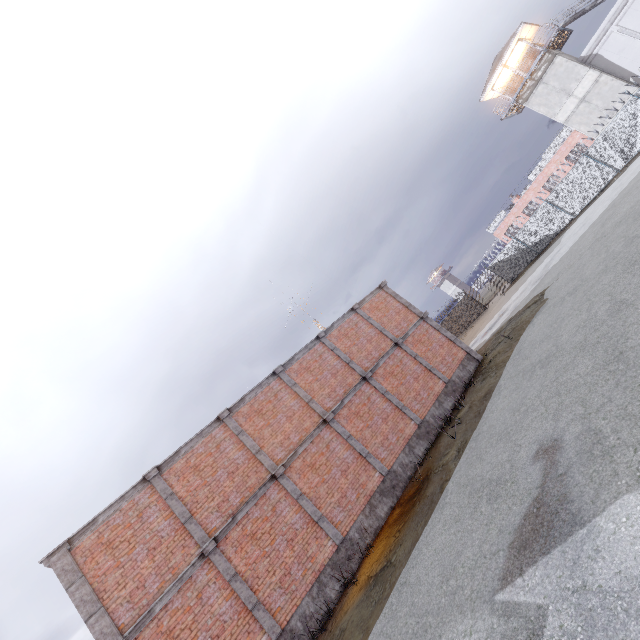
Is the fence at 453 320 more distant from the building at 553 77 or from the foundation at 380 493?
the foundation at 380 493

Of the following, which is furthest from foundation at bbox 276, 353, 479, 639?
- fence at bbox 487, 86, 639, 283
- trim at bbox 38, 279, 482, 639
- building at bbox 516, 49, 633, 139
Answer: building at bbox 516, 49, 633, 139

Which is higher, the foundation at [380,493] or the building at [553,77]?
the building at [553,77]

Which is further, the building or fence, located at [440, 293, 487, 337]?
fence, located at [440, 293, 487, 337]

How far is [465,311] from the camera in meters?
38.1

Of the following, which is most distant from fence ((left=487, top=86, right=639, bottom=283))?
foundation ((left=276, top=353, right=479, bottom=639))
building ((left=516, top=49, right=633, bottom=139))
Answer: foundation ((left=276, top=353, right=479, bottom=639))

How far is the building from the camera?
27.2m

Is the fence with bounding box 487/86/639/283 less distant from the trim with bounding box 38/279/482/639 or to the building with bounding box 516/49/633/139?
the building with bounding box 516/49/633/139
